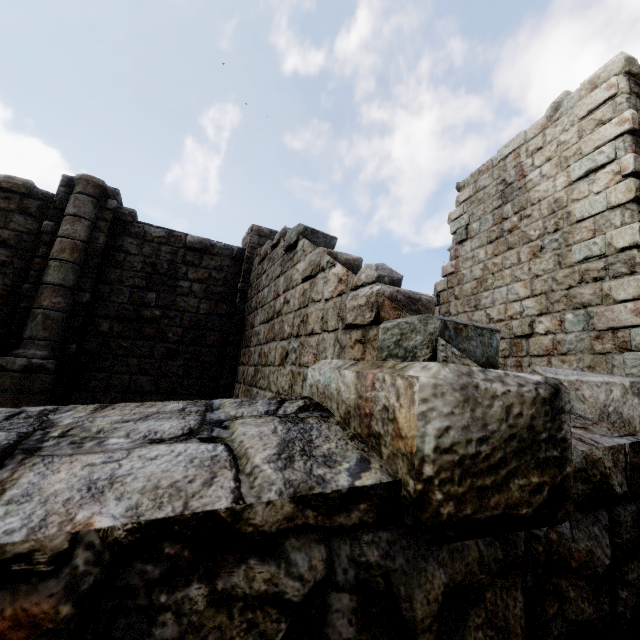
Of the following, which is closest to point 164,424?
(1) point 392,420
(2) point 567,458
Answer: (1) point 392,420
